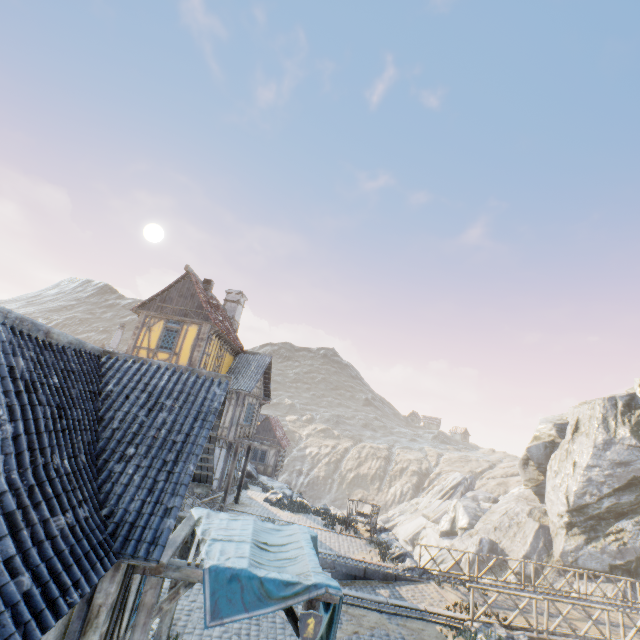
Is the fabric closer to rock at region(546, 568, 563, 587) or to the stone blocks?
the stone blocks

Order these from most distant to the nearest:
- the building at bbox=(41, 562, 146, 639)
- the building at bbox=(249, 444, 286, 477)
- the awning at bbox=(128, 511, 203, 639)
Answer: the building at bbox=(249, 444, 286, 477), the awning at bbox=(128, 511, 203, 639), the building at bbox=(41, 562, 146, 639)

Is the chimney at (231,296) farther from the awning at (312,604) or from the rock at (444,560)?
the awning at (312,604)

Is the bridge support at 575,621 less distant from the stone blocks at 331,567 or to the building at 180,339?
the stone blocks at 331,567

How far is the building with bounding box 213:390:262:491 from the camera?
19.7m

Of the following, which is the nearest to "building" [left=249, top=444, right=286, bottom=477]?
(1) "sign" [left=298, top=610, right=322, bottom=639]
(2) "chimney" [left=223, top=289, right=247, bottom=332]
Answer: (2) "chimney" [left=223, top=289, right=247, bottom=332]

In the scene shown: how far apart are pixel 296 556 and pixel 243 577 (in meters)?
1.53

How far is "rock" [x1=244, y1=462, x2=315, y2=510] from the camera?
23.5 meters
